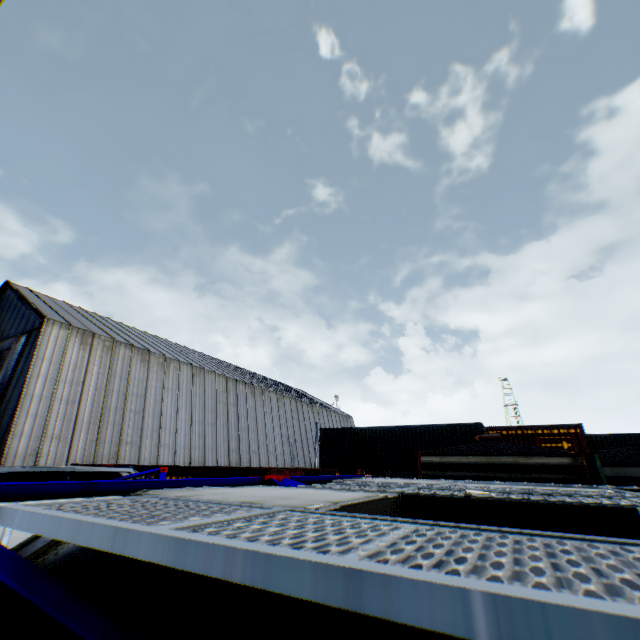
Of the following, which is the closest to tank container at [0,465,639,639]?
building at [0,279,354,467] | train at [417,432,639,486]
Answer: train at [417,432,639,486]

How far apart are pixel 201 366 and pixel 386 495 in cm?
Result: 3138

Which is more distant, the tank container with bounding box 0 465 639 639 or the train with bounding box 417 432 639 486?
the train with bounding box 417 432 639 486

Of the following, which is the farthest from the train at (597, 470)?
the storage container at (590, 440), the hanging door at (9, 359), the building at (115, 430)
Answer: the hanging door at (9, 359)

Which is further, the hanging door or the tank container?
the hanging door

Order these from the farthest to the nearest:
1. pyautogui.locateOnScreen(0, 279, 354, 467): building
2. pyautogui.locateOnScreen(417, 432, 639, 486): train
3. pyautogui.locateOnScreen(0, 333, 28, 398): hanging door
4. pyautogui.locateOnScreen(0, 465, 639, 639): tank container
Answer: pyautogui.locateOnScreen(0, 333, 28, 398): hanging door → pyautogui.locateOnScreen(0, 279, 354, 467): building → pyautogui.locateOnScreen(417, 432, 639, 486): train → pyautogui.locateOnScreen(0, 465, 639, 639): tank container

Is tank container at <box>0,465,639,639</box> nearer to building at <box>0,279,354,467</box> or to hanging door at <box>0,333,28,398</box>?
building at <box>0,279,354,467</box>
